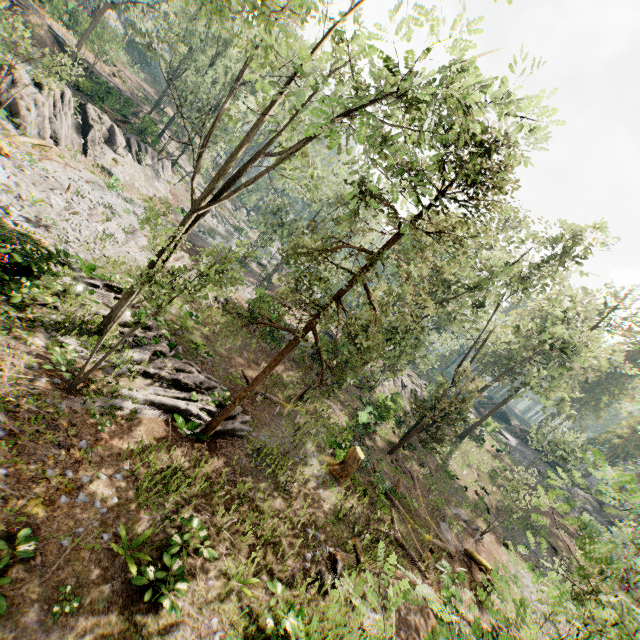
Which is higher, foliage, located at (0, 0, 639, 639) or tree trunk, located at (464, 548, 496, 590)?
tree trunk, located at (464, 548, 496, 590)

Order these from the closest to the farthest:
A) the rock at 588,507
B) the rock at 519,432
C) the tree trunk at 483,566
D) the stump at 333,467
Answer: the stump at 333,467 → the tree trunk at 483,566 → the rock at 588,507 → the rock at 519,432

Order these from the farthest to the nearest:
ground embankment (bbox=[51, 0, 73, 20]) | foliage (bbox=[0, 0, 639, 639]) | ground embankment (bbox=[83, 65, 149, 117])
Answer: ground embankment (bbox=[51, 0, 73, 20]) → ground embankment (bbox=[83, 65, 149, 117]) → foliage (bbox=[0, 0, 639, 639])

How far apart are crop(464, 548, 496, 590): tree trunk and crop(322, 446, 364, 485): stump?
9.1 meters

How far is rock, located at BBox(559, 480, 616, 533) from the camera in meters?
39.6

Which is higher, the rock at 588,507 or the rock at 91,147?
the rock at 588,507

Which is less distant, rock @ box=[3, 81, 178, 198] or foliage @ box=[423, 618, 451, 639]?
foliage @ box=[423, 618, 451, 639]

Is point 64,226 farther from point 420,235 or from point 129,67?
point 129,67
